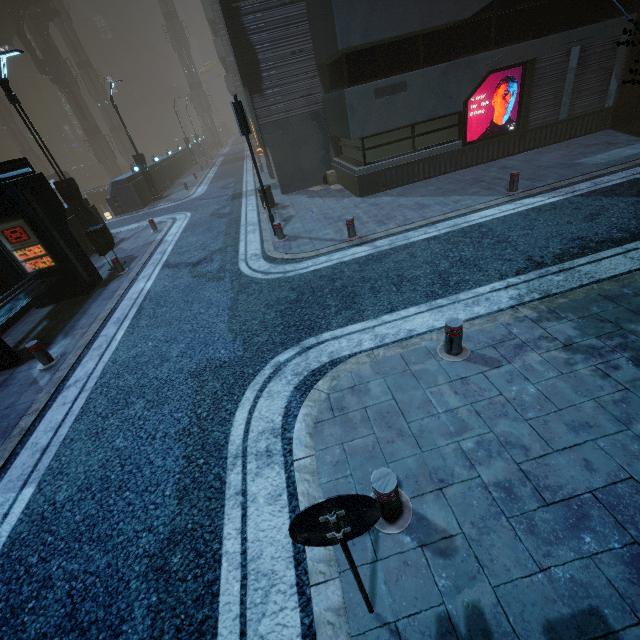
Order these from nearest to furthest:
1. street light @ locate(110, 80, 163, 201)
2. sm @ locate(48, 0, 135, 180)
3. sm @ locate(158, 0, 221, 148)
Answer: street light @ locate(110, 80, 163, 201)
sm @ locate(48, 0, 135, 180)
sm @ locate(158, 0, 221, 148)

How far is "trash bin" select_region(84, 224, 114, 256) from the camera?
10.9m

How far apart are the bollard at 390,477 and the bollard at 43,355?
7.4 meters

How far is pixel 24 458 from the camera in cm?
494

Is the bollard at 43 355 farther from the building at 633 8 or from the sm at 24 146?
the sm at 24 146

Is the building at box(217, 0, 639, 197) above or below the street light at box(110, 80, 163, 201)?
below

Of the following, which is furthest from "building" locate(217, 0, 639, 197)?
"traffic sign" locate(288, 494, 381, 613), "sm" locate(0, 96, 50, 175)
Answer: "traffic sign" locate(288, 494, 381, 613)

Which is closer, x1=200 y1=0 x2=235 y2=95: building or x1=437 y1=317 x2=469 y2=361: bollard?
x1=437 y1=317 x2=469 y2=361: bollard
